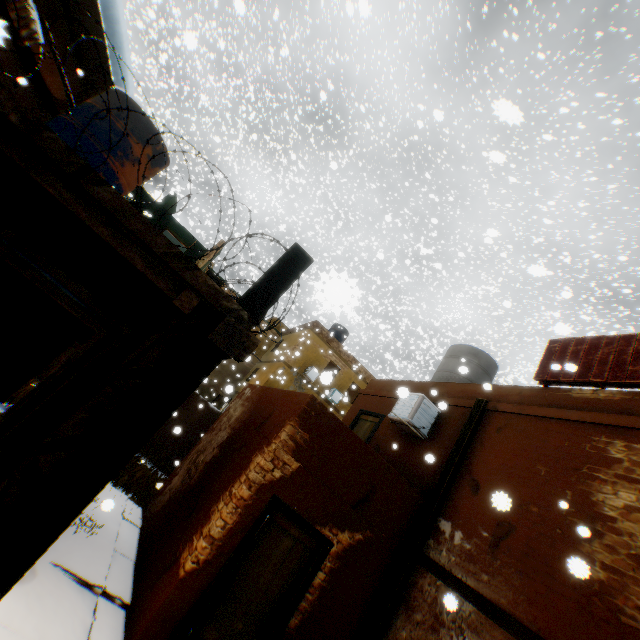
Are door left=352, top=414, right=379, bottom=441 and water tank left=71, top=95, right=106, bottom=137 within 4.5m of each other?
no

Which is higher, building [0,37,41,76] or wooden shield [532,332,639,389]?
wooden shield [532,332,639,389]

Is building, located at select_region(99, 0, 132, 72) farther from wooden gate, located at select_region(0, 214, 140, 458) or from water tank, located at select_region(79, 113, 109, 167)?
water tank, located at select_region(79, 113, 109, 167)

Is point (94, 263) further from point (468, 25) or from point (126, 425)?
point (468, 25)

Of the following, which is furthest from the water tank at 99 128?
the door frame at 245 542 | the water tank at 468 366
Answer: the water tank at 468 366

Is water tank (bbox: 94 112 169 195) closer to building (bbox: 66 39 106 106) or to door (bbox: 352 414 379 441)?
building (bbox: 66 39 106 106)

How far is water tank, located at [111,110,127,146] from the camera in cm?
608

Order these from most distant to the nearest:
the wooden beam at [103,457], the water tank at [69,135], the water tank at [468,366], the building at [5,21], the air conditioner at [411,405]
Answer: the water tank at [468,366], the air conditioner at [411,405], the water tank at [69,135], the wooden beam at [103,457], the building at [5,21]
